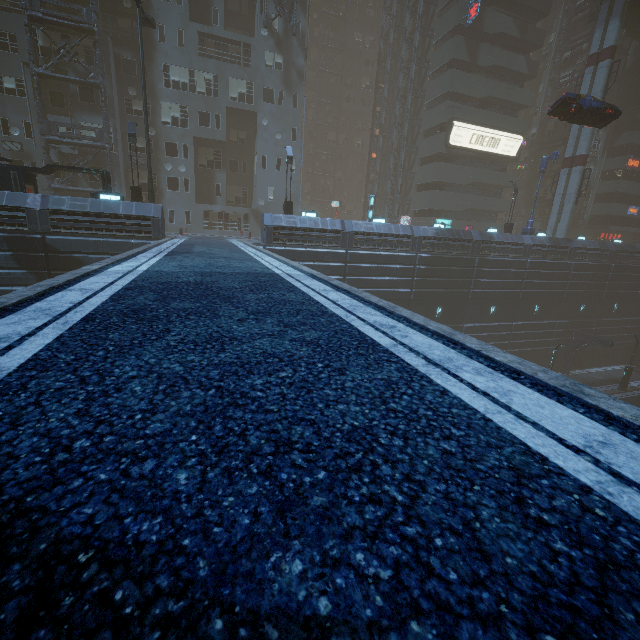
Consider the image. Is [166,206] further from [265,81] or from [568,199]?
[568,199]

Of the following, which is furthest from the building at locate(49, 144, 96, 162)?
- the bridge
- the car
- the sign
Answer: the car

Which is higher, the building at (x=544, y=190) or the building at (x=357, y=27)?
the building at (x=357, y=27)

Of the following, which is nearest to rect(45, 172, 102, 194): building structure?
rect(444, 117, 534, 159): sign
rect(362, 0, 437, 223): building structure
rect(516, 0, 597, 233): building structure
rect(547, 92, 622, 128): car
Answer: rect(547, 92, 622, 128): car

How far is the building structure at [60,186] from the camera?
25.7m

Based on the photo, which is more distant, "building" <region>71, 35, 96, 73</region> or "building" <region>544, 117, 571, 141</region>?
"building" <region>544, 117, 571, 141</region>

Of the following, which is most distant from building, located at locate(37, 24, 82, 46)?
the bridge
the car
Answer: the car

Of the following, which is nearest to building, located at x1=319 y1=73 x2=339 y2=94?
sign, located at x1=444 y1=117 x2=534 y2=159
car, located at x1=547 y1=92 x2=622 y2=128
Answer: sign, located at x1=444 y1=117 x2=534 y2=159
